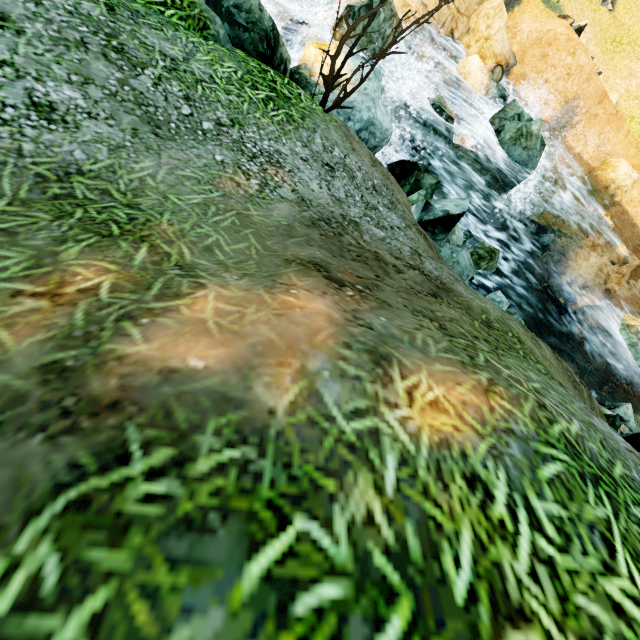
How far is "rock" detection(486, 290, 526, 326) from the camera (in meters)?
6.12

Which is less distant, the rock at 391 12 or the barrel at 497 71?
the rock at 391 12

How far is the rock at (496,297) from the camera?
6.1m

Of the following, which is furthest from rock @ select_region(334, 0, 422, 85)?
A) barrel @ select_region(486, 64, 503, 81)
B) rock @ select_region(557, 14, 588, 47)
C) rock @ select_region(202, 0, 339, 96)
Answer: rock @ select_region(557, 14, 588, 47)

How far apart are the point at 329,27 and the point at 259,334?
12.6 meters

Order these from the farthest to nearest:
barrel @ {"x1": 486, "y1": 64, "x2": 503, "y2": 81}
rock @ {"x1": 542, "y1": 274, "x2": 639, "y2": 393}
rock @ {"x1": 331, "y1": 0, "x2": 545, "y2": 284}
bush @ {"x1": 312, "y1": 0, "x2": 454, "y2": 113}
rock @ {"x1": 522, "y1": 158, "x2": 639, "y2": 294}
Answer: rock @ {"x1": 522, "y1": 158, "x2": 639, "y2": 294} → barrel @ {"x1": 486, "y1": 64, "x2": 503, "y2": 81} → rock @ {"x1": 542, "y1": 274, "x2": 639, "y2": 393} → rock @ {"x1": 331, "y1": 0, "x2": 545, "y2": 284} → bush @ {"x1": 312, "y1": 0, "x2": 454, "y2": 113}

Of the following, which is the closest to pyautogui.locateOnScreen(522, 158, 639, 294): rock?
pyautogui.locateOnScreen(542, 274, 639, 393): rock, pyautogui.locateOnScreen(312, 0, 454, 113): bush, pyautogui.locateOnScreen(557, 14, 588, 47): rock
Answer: pyautogui.locateOnScreen(542, 274, 639, 393): rock

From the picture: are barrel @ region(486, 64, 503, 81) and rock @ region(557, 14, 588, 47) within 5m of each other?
yes
